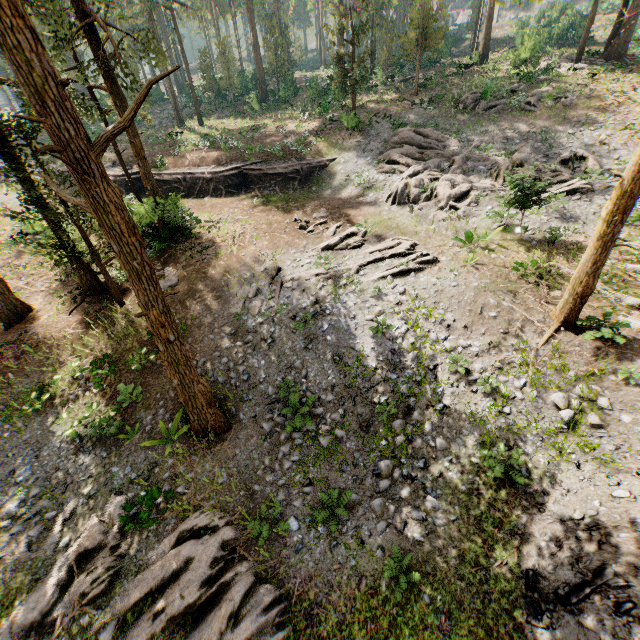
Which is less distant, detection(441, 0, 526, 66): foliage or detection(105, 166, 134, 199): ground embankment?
detection(105, 166, 134, 199): ground embankment

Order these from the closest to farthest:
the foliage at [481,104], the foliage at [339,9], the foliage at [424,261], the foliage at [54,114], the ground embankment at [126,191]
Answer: the foliage at [54,114]
the foliage at [424,261]
the foliage at [339,9]
the foliage at [481,104]
the ground embankment at [126,191]

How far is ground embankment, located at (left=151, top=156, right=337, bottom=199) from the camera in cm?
2591

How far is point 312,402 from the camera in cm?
1230

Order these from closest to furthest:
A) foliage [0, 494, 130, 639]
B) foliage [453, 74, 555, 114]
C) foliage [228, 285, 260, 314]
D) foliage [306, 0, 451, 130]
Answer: foliage [0, 494, 130, 639] → foliage [228, 285, 260, 314] → foliage [306, 0, 451, 130] → foliage [453, 74, 555, 114]

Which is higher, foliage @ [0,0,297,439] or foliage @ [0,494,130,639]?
foliage @ [0,0,297,439]

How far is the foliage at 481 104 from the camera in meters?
25.3 m
